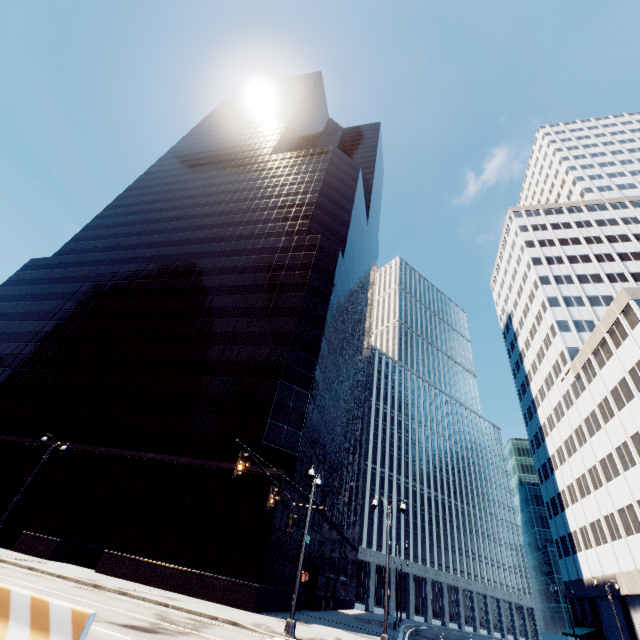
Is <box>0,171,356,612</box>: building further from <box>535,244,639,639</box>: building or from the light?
<box>535,244,639,639</box>: building

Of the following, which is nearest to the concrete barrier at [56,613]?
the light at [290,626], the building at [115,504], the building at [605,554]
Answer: the light at [290,626]

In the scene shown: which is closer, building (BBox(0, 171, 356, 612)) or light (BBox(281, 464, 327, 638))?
light (BBox(281, 464, 327, 638))

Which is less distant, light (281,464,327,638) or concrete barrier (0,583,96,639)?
concrete barrier (0,583,96,639)

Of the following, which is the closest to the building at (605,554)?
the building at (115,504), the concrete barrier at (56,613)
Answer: the building at (115,504)

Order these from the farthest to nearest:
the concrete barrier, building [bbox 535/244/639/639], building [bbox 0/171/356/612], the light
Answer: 1. building [bbox 535/244/639/639]
2. building [bbox 0/171/356/612]
3. the light
4. the concrete barrier

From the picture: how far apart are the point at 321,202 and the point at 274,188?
11.4 meters

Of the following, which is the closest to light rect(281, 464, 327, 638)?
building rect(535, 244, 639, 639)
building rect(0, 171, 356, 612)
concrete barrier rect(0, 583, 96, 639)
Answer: concrete barrier rect(0, 583, 96, 639)
